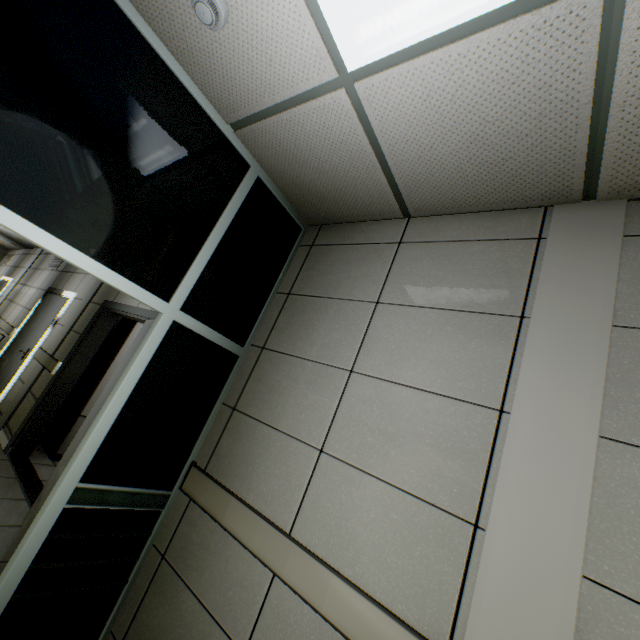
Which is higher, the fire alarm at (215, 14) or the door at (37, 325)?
the fire alarm at (215, 14)

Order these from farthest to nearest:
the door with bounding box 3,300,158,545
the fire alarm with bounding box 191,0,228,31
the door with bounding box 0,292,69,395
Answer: the door with bounding box 0,292,69,395, the door with bounding box 3,300,158,545, the fire alarm with bounding box 191,0,228,31

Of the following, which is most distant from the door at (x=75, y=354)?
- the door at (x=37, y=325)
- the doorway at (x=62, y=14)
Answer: the door at (x=37, y=325)

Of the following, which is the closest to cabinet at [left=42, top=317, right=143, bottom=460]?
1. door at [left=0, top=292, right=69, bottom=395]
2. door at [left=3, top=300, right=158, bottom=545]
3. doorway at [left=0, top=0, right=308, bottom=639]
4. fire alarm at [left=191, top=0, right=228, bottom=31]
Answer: door at [left=3, top=300, right=158, bottom=545]

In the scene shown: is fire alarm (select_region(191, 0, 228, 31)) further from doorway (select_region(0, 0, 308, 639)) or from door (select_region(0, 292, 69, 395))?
door (select_region(0, 292, 69, 395))

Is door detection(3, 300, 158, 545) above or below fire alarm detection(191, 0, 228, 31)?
below

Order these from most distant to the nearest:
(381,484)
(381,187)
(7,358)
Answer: (7,358) → (381,187) → (381,484)

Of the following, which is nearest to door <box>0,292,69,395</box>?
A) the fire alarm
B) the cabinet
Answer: the cabinet
